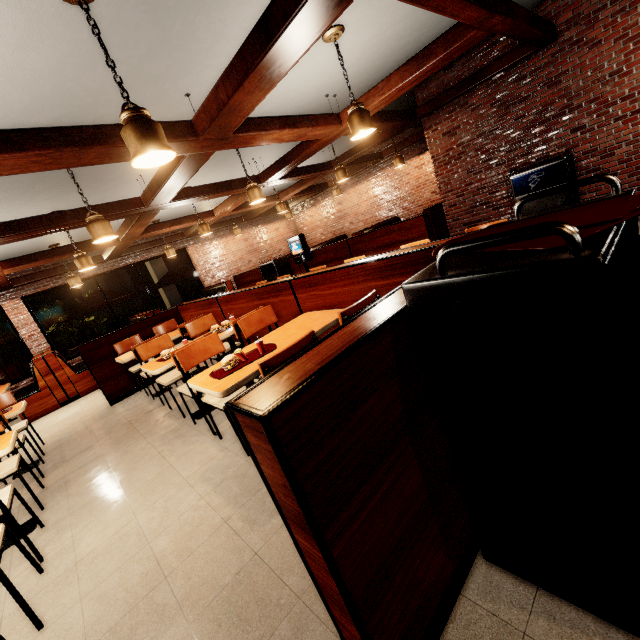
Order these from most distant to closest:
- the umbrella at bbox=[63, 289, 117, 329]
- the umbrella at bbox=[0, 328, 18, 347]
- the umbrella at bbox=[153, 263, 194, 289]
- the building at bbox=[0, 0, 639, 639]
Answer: the umbrella at bbox=[153, 263, 194, 289] < the umbrella at bbox=[63, 289, 117, 329] < the umbrella at bbox=[0, 328, 18, 347] < the building at bbox=[0, 0, 639, 639]

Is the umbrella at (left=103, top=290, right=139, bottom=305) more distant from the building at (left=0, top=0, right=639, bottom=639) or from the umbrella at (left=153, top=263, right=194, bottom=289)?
the umbrella at (left=153, top=263, right=194, bottom=289)

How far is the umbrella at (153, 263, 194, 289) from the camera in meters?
11.3

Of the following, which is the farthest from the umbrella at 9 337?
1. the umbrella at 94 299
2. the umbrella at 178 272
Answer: the umbrella at 178 272

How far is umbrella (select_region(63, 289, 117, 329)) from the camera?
9.65m

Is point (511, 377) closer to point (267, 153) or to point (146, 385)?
point (146, 385)

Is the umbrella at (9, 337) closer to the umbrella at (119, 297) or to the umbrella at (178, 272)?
the umbrella at (119, 297)

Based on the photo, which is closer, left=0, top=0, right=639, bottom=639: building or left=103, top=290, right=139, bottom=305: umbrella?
left=0, top=0, right=639, bottom=639: building
